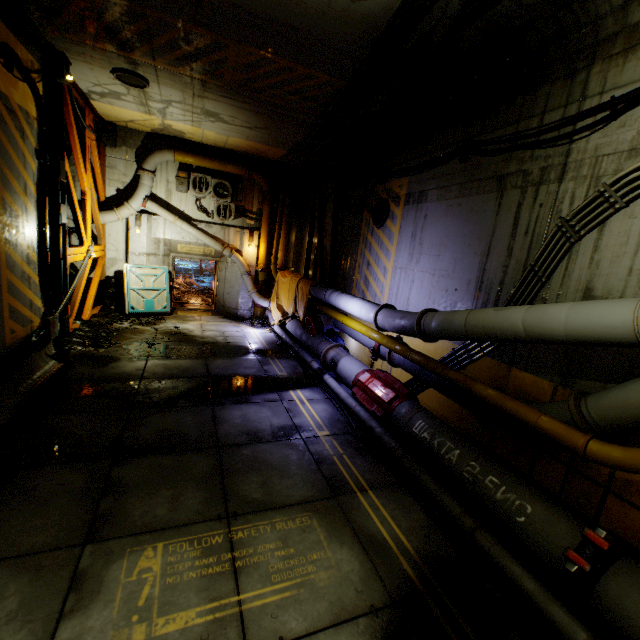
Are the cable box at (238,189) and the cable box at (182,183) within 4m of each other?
yes

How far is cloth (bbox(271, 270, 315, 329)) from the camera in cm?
1137

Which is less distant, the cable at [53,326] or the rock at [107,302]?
the cable at [53,326]

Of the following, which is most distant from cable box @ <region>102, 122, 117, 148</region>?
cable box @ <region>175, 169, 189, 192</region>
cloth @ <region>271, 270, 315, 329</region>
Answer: cloth @ <region>271, 270, 315, 329</region>

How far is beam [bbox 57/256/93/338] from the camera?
8.66m

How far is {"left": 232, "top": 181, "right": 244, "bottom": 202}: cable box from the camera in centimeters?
1380cm

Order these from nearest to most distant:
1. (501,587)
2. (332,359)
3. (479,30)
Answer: (501,587) < (479,30) < (332,359)

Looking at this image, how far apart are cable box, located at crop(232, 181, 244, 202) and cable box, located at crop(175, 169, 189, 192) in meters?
1.7
